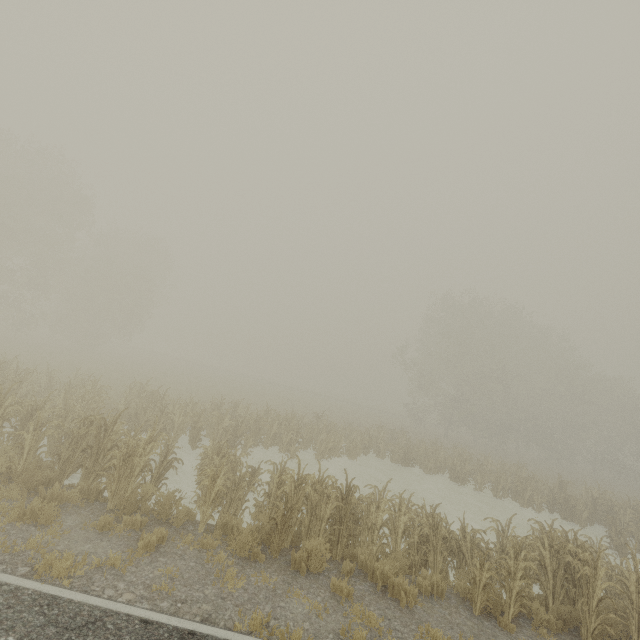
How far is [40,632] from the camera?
4.1 meters

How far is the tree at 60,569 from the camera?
5.1m

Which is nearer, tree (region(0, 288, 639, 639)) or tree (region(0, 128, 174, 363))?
tree (region(0, 288, 639, 639))

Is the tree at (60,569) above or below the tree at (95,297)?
below

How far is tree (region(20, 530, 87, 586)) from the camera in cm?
507

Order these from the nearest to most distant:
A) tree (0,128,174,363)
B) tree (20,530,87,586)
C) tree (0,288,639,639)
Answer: tree (20,530,87,586)
tree (0,288,639,639)
tree (0,128,174,363)

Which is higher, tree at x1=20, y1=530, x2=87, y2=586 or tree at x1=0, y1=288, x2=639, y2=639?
tree at x1=0, y1=288, x2=639, y2=639

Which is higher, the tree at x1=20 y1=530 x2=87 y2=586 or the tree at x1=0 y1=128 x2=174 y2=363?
the tree at x1=0 y1=128 x2=174 y2=363
